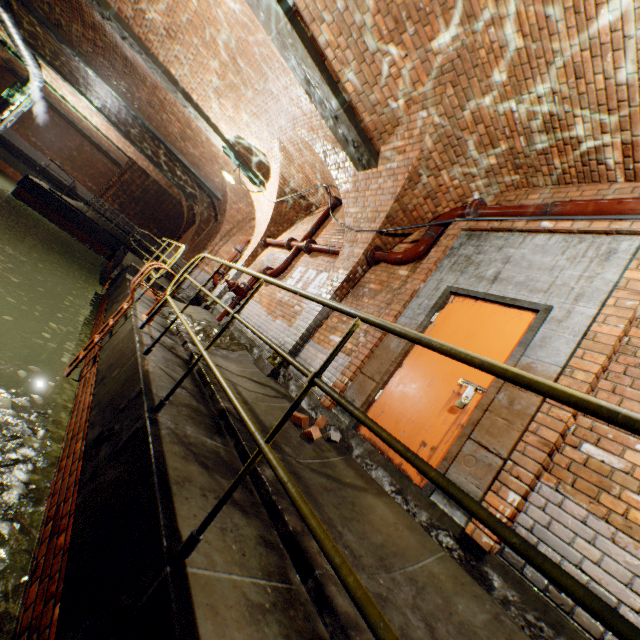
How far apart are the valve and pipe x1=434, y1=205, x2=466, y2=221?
4.02m

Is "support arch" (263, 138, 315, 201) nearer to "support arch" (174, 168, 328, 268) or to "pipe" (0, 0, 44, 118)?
"support arch" (174, 168, 328, 268)

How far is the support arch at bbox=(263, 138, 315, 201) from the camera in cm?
790

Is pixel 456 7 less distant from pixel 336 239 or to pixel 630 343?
pixel 630 343

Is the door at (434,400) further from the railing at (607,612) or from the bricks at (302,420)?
the railing at (607,612)

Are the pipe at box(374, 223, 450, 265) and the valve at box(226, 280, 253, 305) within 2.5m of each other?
no

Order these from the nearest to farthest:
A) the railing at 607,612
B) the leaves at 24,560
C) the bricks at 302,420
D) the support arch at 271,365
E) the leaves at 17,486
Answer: the railing at 607,612 < the leaves at 24,560 < the leaves at 17,486 < the bricks at 302,420 < the support arch at 271,365

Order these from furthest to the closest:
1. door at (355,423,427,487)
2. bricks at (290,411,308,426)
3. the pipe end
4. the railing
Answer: the pipe end, bricks at (290,411,308,426), door at (355,423,427,487), the railing
